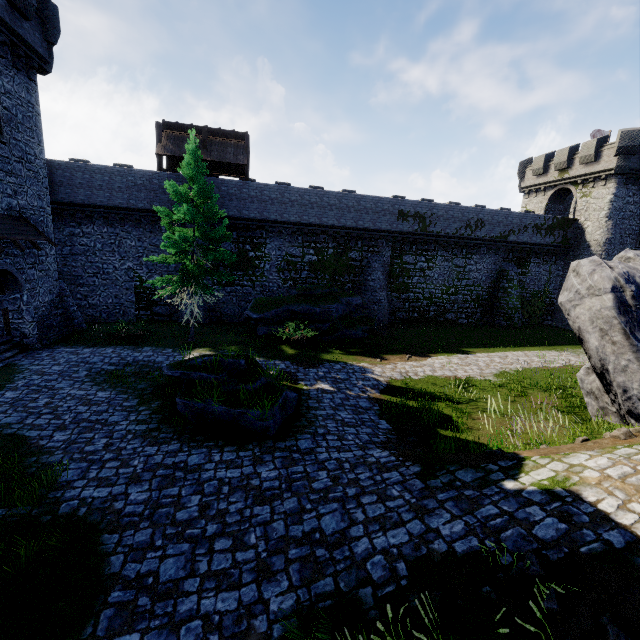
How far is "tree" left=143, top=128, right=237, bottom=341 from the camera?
15.52m

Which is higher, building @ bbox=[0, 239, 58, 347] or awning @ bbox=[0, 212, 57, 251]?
awning @ bbox=[0, 212, 57, 251]

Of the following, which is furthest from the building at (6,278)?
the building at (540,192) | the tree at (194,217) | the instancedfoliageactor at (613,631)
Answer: the building at (540,192)

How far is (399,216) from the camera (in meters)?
26.28

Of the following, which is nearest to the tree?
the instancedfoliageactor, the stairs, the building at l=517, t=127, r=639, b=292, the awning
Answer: the stairs

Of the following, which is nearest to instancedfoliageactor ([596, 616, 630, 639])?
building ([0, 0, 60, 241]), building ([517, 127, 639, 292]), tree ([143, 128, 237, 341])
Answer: tree ([143, 128, 237, 341])

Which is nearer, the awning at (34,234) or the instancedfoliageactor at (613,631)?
the instancedfoliageactor at (613,631)

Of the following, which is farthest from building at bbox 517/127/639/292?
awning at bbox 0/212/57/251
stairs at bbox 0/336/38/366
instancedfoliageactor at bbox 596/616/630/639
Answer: awning at bbox 0/212/57/251
